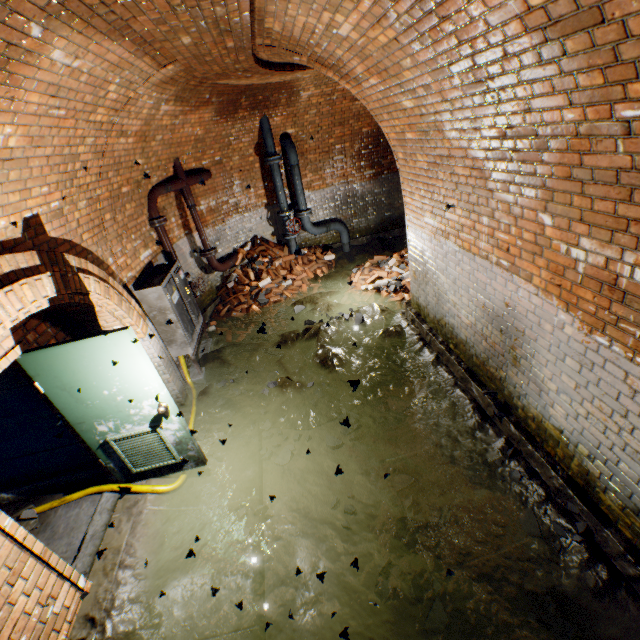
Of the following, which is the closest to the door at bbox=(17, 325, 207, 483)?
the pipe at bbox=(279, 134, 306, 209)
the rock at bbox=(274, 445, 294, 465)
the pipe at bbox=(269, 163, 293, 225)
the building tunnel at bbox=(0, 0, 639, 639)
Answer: the building tunnel at bbox=(0, 0, 639, 639)

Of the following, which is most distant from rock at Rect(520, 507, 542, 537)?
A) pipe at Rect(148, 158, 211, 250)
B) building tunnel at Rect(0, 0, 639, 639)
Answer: pipe at Rect(148, 158, 211, 250)

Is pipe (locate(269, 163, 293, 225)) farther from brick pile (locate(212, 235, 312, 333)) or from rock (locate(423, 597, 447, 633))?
rock (locate(423, 597, 447, 633))

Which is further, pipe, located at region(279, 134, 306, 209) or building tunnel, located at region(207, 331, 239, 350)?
pipe, located at region(279, 134, 306, 209)

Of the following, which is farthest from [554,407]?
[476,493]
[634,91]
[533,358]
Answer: [634,91]

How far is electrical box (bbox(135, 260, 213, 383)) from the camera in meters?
5.0

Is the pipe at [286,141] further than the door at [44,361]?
Yes

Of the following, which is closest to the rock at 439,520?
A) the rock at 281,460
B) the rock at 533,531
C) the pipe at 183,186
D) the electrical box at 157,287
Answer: the rock at 533,531
